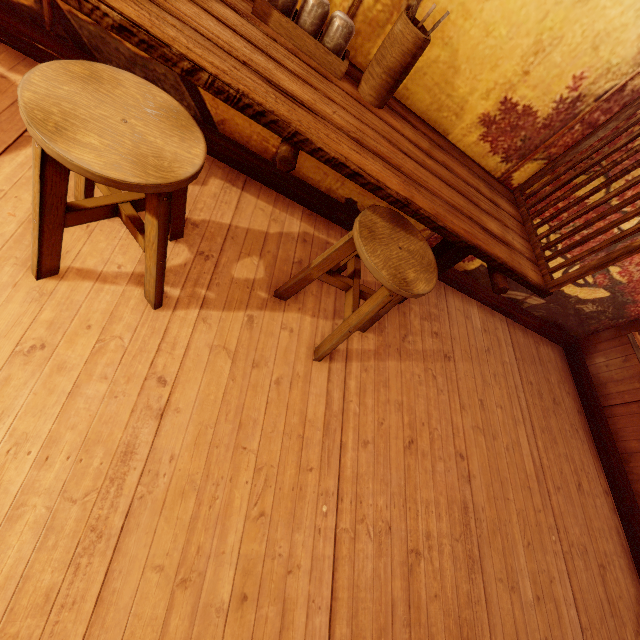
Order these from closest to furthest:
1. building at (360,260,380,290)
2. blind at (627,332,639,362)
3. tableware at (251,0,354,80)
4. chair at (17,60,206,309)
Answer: chair at (17,60,206,309)
tableware at (251,0,354,80)
building at (360,260,380,290)
blind at (627,332,639,362)

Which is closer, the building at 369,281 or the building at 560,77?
the building at 560,77

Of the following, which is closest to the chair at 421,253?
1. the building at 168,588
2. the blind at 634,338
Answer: the building at 168,588

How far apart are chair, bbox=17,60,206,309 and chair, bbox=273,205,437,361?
1.1 meters

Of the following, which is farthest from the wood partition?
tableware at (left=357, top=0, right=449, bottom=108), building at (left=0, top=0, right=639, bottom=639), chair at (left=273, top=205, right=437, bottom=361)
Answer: tableware at (left=357, top=0, right=449, bottom=108)

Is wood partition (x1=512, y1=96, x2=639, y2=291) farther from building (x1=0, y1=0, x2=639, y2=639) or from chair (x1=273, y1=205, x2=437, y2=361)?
chair (x1=273, y1=205, x2=437, y2=361)

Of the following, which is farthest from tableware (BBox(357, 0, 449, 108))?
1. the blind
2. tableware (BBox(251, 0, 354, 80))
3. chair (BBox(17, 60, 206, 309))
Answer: the blind

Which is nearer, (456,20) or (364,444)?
(456,20)
